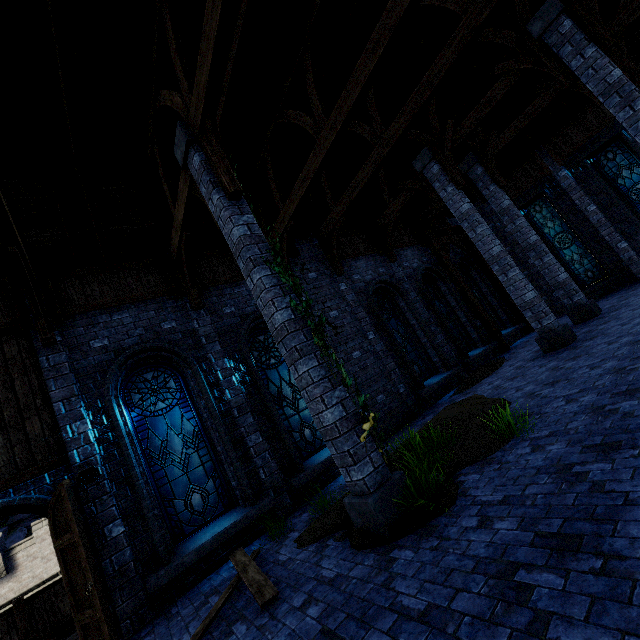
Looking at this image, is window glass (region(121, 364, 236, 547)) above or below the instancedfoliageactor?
above

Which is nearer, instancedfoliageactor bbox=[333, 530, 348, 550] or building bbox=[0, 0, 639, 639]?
instancedfoliageactor bbox=[333, 530, 348, 550]

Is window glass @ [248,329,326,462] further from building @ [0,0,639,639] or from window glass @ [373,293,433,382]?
window glass @ [373,293,433,382]

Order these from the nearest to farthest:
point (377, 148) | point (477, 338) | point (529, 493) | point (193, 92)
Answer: point (529, 493) < point (193, 92) < point (377, 148) < point (477, 338)

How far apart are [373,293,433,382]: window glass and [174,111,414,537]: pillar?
6.6m

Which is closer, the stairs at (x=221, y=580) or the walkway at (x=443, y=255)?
the stairs at (x=221, y=580)

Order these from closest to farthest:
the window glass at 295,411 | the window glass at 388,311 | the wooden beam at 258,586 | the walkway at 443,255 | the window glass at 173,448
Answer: the wooden beam at 258,586
the window glass at 173,448
the window glass at 295,411
the window glass at 388,311
the walkway at 443,255

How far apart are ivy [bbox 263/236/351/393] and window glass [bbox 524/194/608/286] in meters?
15.4 m
